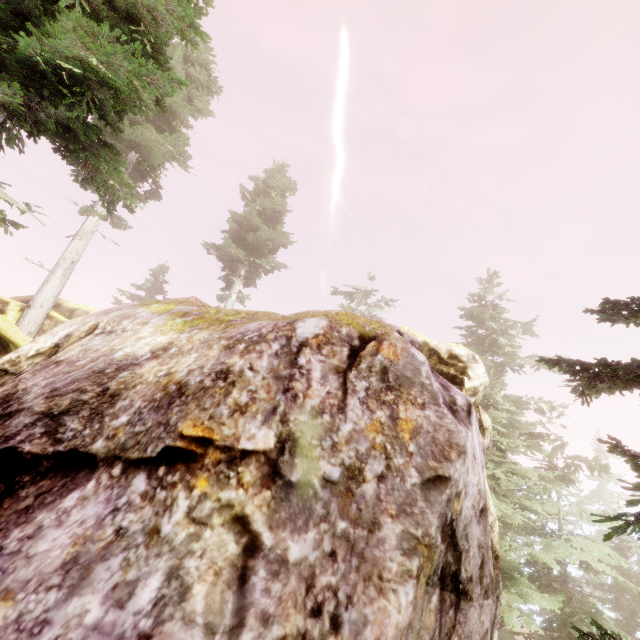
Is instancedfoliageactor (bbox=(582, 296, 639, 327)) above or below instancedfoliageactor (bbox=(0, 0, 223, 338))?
below

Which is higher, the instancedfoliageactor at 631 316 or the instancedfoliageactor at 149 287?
the instancedfoliageactor at 149 287

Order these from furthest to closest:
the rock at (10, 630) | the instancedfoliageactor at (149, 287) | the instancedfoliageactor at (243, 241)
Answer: the instancedfoliageactor at (149, 287) < the instancedfoliageactor at (243, 241) < the rock at (10, 630)

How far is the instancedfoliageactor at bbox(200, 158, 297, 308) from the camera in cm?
2655

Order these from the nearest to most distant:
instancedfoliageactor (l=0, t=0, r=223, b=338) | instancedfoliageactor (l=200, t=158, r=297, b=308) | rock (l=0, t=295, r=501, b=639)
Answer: rock (l=0, t=295, r=501, b=639)
instancedfoliageactor (l=0, t=0, r=223, b=338)
instancedfoliageactor (l=200, t=158, r=297, b=308)

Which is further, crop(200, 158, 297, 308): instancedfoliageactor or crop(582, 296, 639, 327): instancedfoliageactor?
crop(200, 158, 297, 308): instancedfoliageactor

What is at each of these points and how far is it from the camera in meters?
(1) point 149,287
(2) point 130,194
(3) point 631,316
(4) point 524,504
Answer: (1) instancedfoliageactor, 33.1
(2) instancedfoliageactor, 6.8
(3) instancedfoliageactor, 5.5
(4) instancedfoliageactor, 14.3
